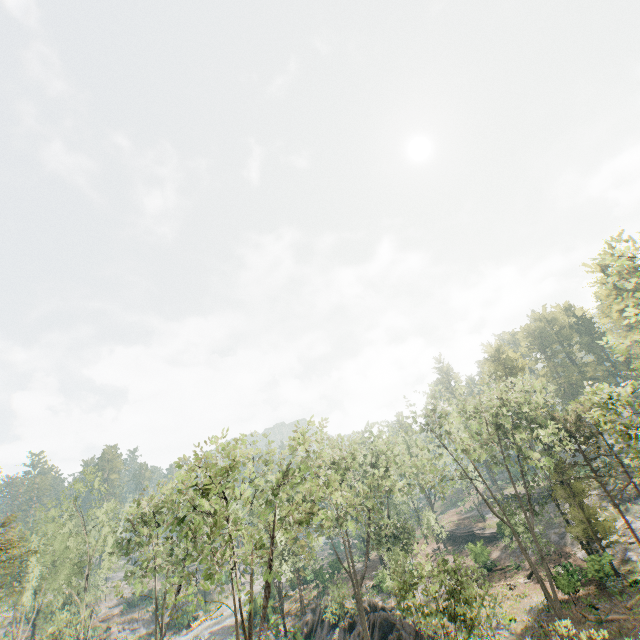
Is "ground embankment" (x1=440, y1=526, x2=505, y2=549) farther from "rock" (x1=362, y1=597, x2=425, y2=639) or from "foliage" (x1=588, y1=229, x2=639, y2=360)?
"rock" (x1=362, y1=597, x2=425, y2=639)

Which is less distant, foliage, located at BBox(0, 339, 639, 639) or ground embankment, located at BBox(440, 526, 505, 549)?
foliage, located at BBox(0, 339, 639, 639)

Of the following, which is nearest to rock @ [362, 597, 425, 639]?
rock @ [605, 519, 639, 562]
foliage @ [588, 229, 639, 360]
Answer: foliage @ [588, 229, 639, 360]

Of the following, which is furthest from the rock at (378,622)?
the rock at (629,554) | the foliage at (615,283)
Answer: the rock at (629,554)

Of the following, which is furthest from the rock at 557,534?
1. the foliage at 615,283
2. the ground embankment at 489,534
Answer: the ground embankment at 489,534

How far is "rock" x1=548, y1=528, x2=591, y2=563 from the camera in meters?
33.3

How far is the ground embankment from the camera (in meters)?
45.41

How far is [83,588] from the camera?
56.38m
